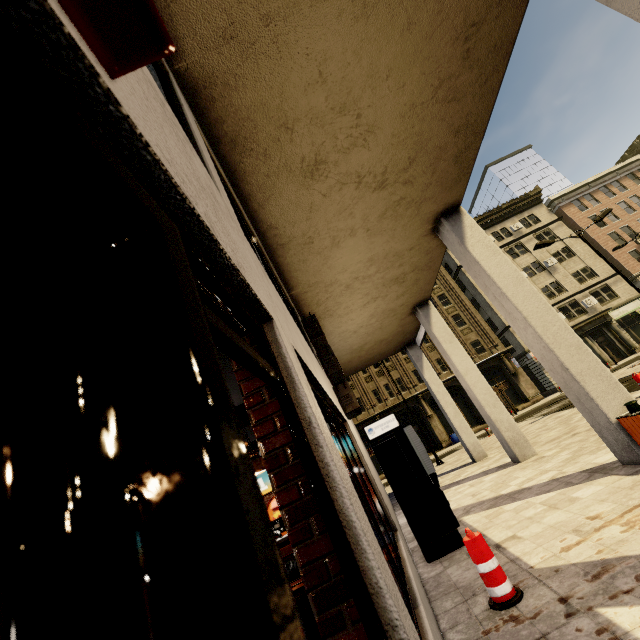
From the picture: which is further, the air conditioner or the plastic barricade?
the air conditioner

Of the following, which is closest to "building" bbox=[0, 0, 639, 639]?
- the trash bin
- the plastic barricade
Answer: the trash bin

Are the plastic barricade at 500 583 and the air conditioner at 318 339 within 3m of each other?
no

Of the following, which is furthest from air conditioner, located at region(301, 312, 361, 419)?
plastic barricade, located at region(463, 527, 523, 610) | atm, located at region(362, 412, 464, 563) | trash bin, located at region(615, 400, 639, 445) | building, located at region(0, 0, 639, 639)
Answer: trash bin, located at region(615, 400, 639, 445)

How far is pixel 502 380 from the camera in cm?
3425

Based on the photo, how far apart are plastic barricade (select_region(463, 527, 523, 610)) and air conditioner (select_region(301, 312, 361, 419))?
3.8 meters

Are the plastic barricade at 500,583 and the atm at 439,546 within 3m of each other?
yes

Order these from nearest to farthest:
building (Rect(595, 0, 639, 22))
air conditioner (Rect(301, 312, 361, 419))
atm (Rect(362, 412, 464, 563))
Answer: building (Rect(595, 0, 639, 22)) < atm (Rect(362, 412, 464, 563)) < air conditioner (Rect(301, 312, 361, 419))
